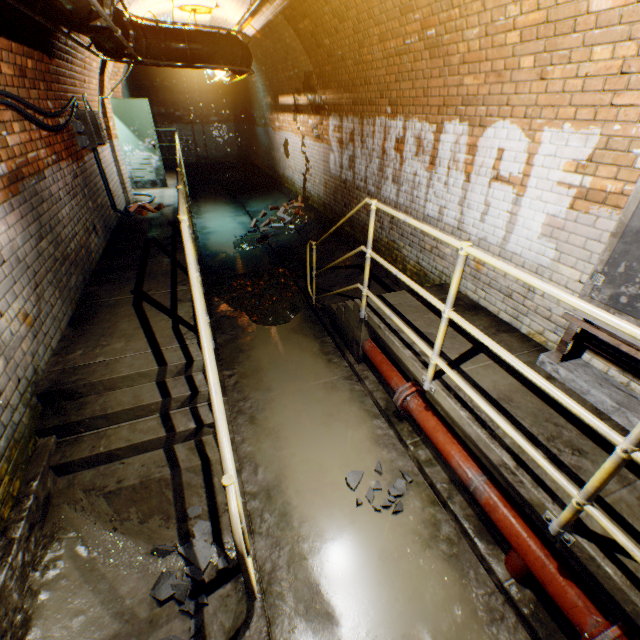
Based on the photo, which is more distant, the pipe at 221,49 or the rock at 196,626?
A: the pipe at 221,49

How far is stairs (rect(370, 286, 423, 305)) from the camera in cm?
398

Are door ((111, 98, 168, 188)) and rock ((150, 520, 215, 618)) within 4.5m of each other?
no

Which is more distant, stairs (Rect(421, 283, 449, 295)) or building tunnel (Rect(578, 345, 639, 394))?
stairs (Rect(421, 283, 449, 295))

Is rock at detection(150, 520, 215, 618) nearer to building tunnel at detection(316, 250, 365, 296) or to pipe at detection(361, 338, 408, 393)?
building tunnel at detection(316, 250, 365, 296)

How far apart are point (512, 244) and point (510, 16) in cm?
193

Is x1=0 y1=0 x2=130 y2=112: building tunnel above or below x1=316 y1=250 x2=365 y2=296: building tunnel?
above

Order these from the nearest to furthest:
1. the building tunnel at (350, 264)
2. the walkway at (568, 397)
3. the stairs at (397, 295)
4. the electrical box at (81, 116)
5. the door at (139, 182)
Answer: the walkway at (568, 397) → the stairs at (397, 295) → the electrical box at (81, 116) → the building tunnel at (350, 264) → the door at (139, 182)
